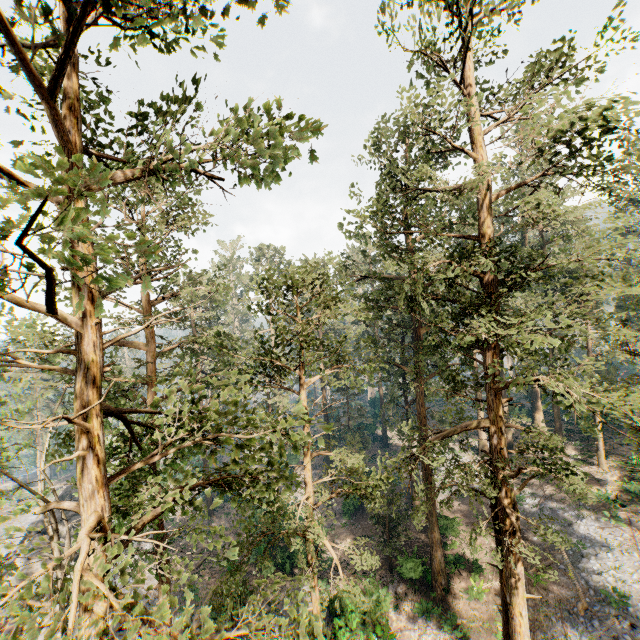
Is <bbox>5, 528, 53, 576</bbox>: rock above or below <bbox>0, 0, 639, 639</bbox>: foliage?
below

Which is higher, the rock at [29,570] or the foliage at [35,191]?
the foliage at [35,191]

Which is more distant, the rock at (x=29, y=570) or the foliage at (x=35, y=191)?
the rock at (x=29, y=570)

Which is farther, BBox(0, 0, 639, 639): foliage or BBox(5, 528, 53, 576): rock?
BBox(5, 528, 53, 576): rock

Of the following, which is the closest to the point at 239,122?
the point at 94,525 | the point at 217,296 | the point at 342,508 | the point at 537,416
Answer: the point at 94,525

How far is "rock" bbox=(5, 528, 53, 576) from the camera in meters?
27.2 m
